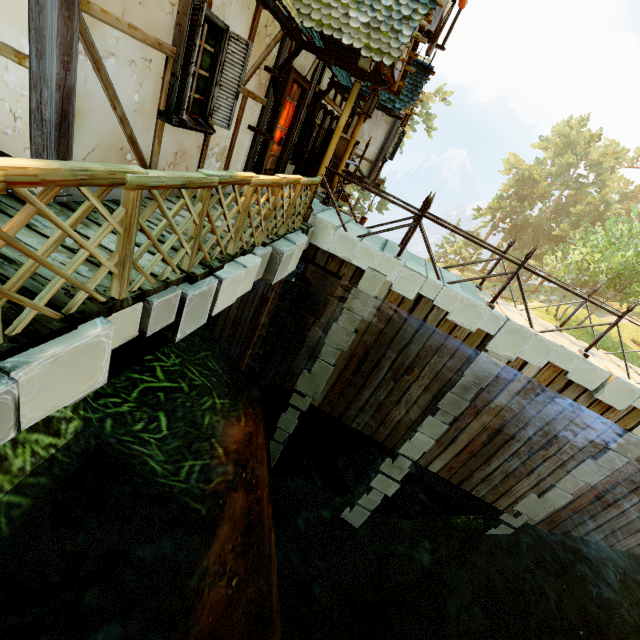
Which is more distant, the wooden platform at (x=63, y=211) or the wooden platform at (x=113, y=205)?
the wooden platform at (x=113, y=205)

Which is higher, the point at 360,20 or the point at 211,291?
the point at 360,20

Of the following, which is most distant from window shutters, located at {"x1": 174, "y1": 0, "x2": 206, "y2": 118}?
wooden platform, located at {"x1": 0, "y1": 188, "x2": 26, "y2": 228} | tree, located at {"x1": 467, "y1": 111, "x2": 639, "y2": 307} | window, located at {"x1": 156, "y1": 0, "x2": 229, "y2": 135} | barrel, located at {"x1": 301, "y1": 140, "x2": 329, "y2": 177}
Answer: tree, located at {"x1": 467, "y1": 111, "x2": 639, "y2": 307}

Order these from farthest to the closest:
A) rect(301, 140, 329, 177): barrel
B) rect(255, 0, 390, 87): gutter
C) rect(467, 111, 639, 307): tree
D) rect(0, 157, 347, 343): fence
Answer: rect(467, 111, 639, 307): tree
rect(301, 140, 329, 177): barrel
rect(255, 0, 390, 87): gutter
rect(0, 157, 347, 343): fence

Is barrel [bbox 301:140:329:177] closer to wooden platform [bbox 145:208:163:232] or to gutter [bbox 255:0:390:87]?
wooden platform [bbox 145:208:163:232]

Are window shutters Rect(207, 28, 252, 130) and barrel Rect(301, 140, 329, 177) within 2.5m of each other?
no

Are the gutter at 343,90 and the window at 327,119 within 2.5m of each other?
yes

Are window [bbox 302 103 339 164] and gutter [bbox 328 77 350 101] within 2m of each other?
yes
